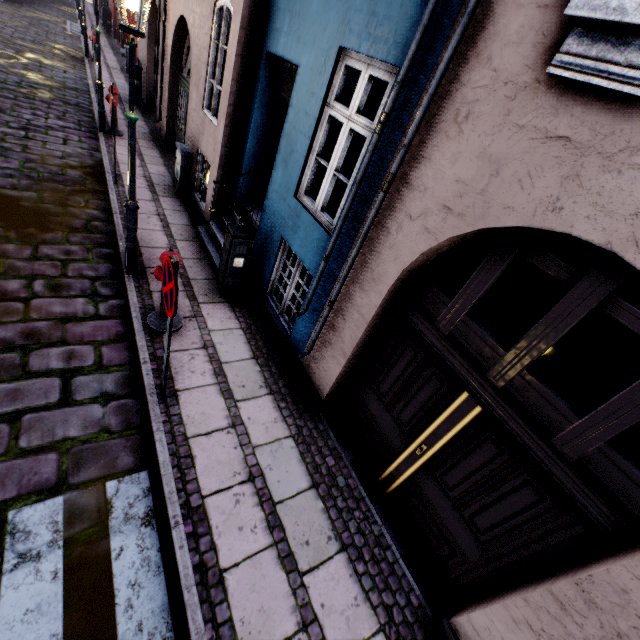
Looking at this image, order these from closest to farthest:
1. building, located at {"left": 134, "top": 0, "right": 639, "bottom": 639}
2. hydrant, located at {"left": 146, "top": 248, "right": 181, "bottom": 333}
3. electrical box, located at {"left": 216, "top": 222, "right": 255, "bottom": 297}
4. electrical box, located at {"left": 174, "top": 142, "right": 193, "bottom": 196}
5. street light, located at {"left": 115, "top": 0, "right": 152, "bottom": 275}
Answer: building, located at {"left": 134, "top": 0, "right": 639, "bottom": 639} → street light, located at {"left": 115, "top": 0, "right": 152, "bottom": 275} → hydrant, located at {"left": 146, "top": 248, "right": 181, "bottom": 333} → electrical box, located at {"left": 216, "top": 222, "right": 255, "bottom": 297} → electrical box, located at {"left": 174, "top": 142, "right": 193, "bottom": 196}

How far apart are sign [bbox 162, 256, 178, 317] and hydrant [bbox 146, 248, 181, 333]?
1.1 meters

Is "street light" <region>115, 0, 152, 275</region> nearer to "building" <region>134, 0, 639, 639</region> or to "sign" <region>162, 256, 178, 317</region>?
"building" <region>134, 0, 639, 639</region>

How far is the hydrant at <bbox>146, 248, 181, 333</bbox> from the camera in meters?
4.0 m

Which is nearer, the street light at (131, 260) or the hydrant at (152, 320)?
the street light at (131, 260)

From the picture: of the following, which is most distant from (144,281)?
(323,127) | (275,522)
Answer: (275,522)

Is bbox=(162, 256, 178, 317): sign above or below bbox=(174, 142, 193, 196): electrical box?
above

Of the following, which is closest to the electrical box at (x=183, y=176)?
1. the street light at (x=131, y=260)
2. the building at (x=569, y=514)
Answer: the building at (x=569, y=514)
